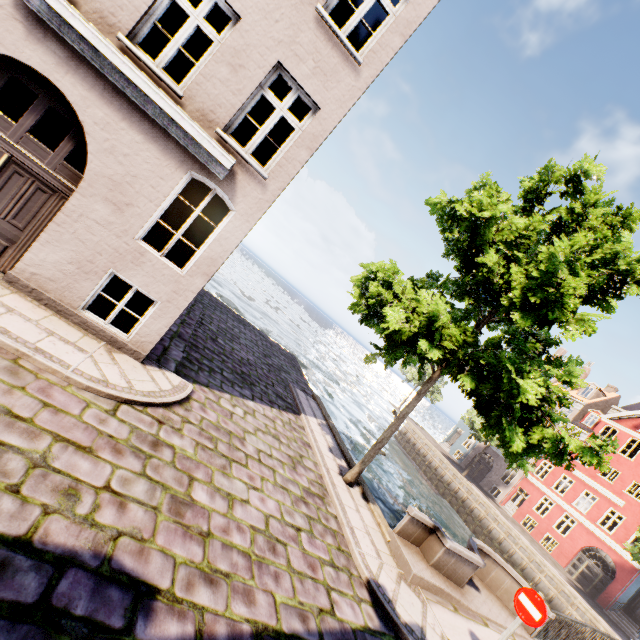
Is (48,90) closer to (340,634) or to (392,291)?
(392,291)

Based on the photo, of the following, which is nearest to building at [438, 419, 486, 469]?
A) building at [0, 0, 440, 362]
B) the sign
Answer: the sign

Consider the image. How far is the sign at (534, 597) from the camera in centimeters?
549cm

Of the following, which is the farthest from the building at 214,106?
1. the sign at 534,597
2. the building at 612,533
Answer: the building at 612,533

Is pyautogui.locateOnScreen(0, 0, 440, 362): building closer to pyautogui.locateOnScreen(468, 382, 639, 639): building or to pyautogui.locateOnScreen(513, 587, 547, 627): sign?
pyautogui.locateOnScreen(513, 587, 547, 627): sign

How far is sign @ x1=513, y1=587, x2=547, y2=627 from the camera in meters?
5.5
